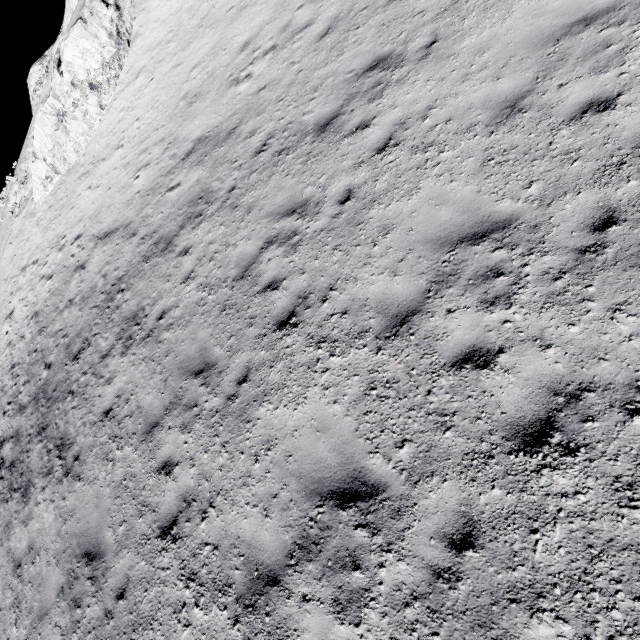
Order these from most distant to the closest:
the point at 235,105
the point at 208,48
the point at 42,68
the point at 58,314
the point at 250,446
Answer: the point at 42,68
the point at 58,314
the point at 208,48
the point at 235,105
the point at 250,446
